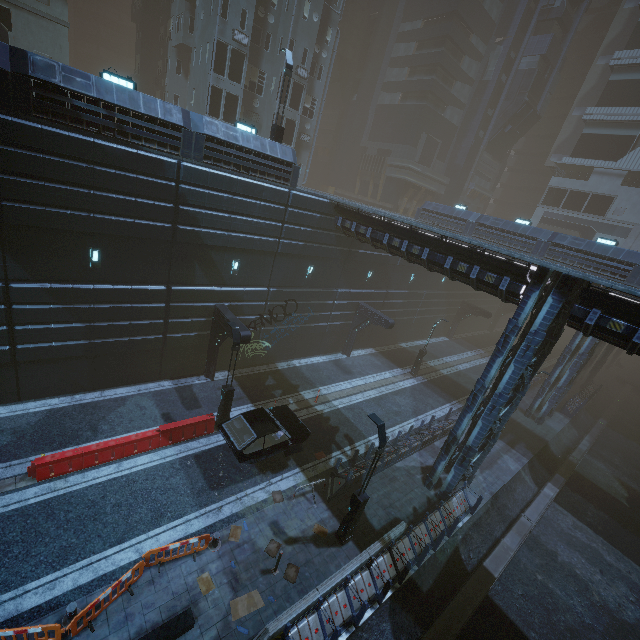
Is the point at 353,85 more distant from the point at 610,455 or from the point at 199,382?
the point at 610,455

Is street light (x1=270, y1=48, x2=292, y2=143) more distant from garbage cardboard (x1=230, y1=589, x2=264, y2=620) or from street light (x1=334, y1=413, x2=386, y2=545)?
garbage cardboard (x1=230, y1=589, x2=264, y2=620)

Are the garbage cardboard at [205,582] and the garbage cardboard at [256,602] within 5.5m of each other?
yes

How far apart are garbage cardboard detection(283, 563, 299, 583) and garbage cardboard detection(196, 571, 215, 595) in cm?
221

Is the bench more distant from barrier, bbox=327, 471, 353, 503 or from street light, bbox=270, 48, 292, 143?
street light, bbox=270, 48, 292, 143

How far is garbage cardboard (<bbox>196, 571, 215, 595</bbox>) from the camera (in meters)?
10.24

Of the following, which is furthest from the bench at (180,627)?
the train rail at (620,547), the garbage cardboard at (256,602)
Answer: the train rail at (620,547)

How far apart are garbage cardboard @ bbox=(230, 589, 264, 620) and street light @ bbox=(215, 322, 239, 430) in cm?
726
